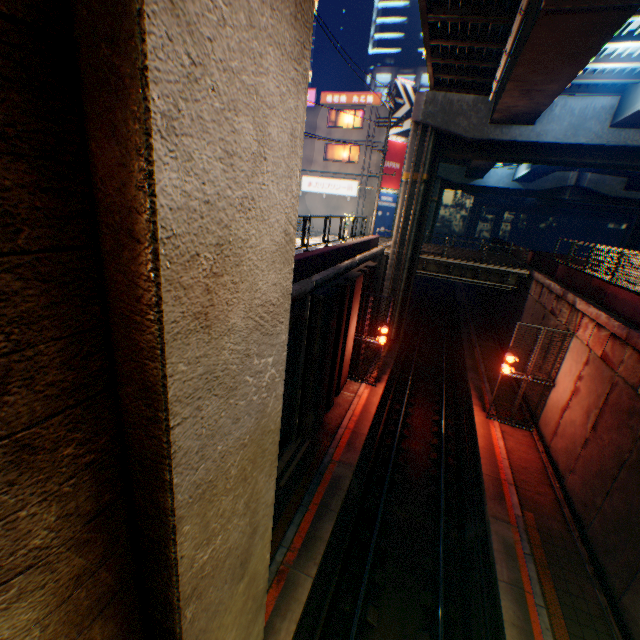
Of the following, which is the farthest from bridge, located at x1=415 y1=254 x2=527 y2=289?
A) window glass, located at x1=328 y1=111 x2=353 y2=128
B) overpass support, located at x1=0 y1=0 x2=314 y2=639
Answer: window glass, located at x1=328 y1=111 x2=353 y2=128

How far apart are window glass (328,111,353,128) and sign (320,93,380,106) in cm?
48

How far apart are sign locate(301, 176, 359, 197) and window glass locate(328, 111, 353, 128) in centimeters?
456cm

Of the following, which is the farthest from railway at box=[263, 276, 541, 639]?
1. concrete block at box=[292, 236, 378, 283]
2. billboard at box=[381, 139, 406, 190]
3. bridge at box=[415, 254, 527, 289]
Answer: billboard at box=[381, 139, 406, 190]

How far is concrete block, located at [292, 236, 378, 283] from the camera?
10.5m

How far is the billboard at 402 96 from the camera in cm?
2939

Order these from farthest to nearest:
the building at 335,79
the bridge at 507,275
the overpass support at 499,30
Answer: the building at 335,79, the bridge at 507,275, the overpass support at 499,30

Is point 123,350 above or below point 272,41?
below
